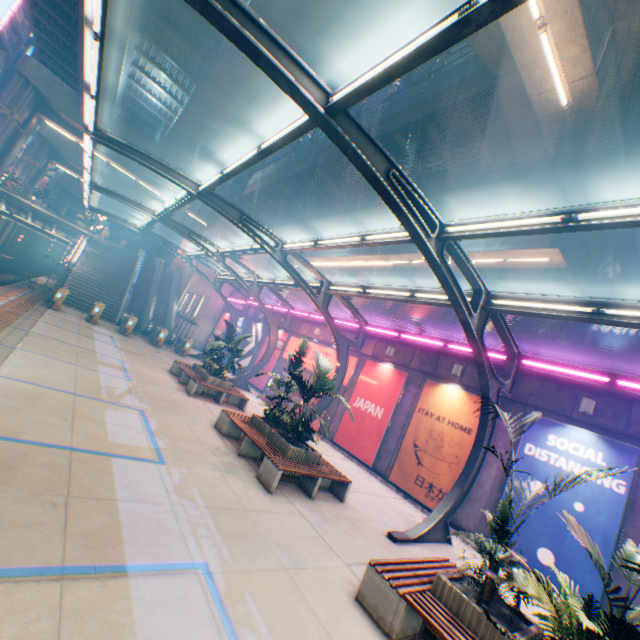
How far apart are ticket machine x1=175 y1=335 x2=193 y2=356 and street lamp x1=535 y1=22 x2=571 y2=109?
22.9m

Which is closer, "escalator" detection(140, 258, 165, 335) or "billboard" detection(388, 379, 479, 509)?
"billboard" detection(388, 379, 479, 509)

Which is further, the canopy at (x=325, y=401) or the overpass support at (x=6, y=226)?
the overpass support at (x=6, y=226)

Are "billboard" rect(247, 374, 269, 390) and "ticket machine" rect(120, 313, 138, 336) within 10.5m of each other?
yes

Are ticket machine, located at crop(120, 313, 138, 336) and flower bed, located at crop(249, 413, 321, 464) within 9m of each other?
no

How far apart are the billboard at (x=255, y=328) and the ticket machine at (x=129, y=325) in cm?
794

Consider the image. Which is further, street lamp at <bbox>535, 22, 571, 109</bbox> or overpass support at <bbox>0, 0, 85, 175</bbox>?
overpass support at <bbox>0, 0, 85, 175</bbox>

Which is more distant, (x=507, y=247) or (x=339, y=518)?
(x=507, y=247)
